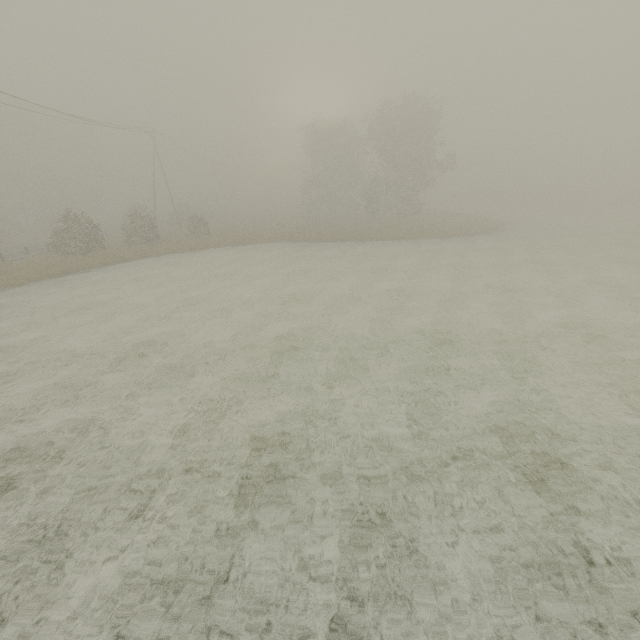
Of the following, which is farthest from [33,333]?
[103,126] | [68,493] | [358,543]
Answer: [103,126]
